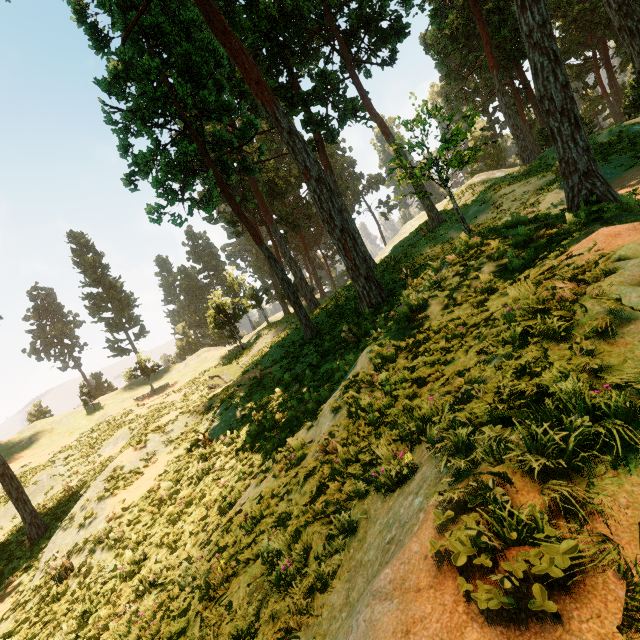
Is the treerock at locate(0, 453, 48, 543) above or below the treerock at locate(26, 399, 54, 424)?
below

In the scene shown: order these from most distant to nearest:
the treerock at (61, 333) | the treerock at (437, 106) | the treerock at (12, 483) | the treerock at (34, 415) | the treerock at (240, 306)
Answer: →
the treerock at (61, 333)
the treerock at (34, 415)
the treerock at (240, 306)
the treerock at (12, 483)
the treerock at (437, 106)

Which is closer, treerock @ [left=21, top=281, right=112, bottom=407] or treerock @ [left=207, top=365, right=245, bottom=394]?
treerock @ [left=207, top=365, right=245, bottom=394]

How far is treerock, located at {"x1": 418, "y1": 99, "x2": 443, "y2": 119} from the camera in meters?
11.3

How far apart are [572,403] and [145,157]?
18.7 meters

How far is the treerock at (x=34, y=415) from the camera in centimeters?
4721cm
